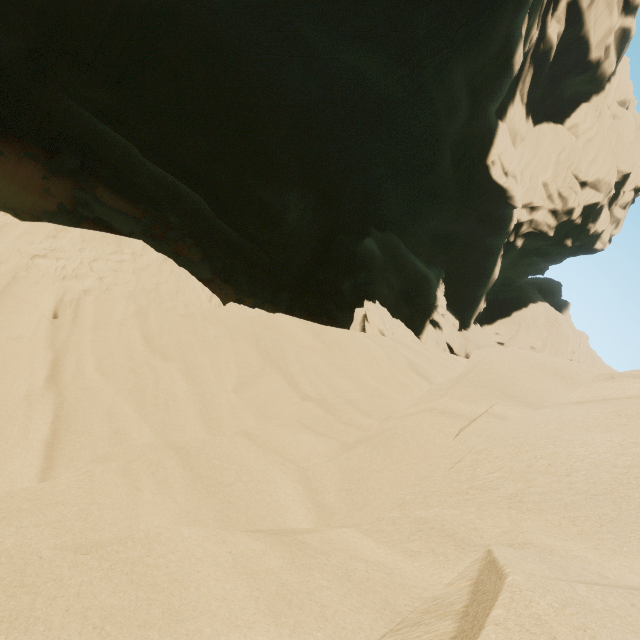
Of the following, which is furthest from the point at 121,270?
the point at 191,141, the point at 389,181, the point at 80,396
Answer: the point at 389,181
